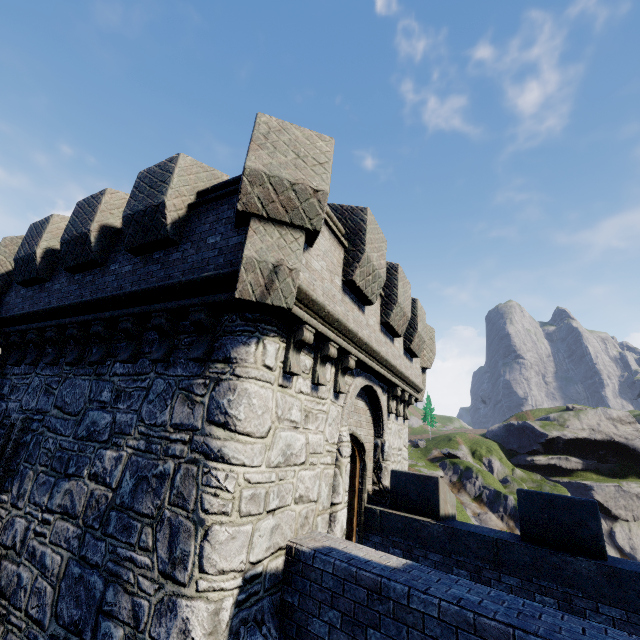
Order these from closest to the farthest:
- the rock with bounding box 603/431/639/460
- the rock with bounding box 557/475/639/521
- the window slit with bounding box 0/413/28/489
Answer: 1. the window slit with bounding box 0/413/28/489
2. the rock with bounding box 557/475/639/521
3. the rock with bounding box 603/431/639/460

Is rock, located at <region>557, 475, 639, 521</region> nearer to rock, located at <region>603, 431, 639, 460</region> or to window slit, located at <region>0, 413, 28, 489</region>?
rock, located at <region>603, 431, 639, 460</region>

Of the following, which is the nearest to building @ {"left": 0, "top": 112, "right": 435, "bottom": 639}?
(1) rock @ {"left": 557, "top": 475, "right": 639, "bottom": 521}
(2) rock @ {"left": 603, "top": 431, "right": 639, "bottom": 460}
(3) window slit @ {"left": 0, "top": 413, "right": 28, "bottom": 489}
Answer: (3) window slit @ {"left": 0, "top": 413, "right": 28, "bottom": 489}

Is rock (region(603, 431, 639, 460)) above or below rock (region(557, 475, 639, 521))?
above

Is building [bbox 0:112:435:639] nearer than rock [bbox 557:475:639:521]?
Yes

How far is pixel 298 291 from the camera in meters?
5.2 m

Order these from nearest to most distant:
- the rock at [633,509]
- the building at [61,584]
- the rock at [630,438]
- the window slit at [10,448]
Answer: the building at [61,584] < the window slit at [10,448] < the rock at [633,509] < the rock at [630,438]

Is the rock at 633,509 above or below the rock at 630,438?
below
